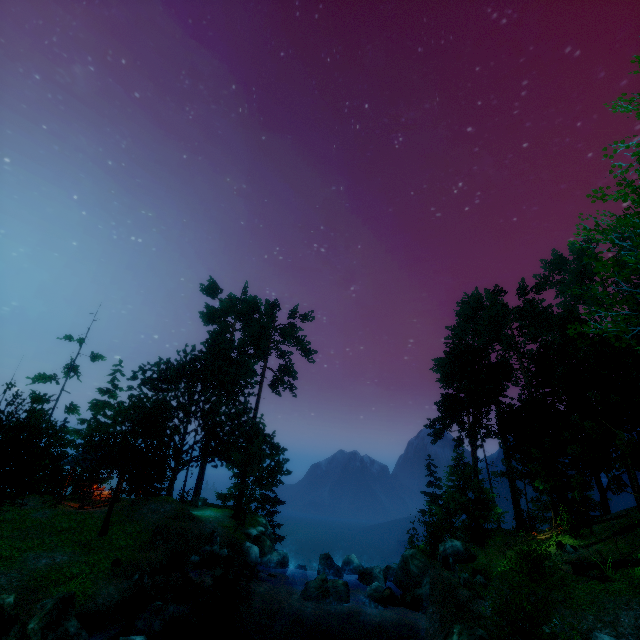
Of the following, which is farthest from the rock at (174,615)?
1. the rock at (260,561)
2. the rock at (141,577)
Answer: the rock at (260,561)

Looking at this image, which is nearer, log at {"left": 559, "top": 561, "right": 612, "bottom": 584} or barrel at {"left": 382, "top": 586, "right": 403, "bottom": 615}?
log at {"left": 559, "top": 561, "right": 612, "bottom": 584}

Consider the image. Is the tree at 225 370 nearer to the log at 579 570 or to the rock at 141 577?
the log at 579 570

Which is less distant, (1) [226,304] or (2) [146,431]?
(2) [146,431]

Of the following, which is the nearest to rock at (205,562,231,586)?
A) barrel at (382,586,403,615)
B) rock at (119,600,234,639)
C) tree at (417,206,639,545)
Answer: rock at (119,600,234,639)

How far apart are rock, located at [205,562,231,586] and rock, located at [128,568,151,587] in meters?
3.6

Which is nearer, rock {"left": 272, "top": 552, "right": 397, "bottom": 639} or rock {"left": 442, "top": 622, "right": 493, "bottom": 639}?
rock {"left": 442, "top": 622, "right": 493, "bottom": 639}

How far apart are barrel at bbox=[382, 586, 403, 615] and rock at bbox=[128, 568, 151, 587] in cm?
1196
